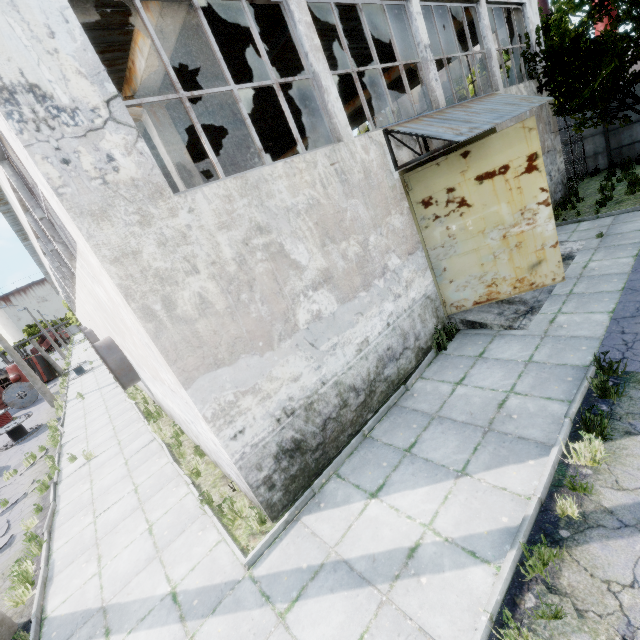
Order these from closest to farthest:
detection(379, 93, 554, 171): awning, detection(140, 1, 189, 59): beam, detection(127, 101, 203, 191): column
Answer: detection(140, 1, 189, 59): beam, detection(379, 93, 554, 171): awning, detection(127, 101, 203, 191): column

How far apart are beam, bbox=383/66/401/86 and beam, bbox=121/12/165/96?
11.8m

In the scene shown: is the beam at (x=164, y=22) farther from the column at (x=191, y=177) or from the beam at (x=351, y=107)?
the beam at (x=351, y=107)

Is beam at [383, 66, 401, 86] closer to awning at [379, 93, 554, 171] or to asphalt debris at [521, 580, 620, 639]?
awning at [379, 93, 554, 171]

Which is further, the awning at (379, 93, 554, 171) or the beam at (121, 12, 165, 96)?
the awning at (379, 93, 554, 171)

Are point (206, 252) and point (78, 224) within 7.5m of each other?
yes

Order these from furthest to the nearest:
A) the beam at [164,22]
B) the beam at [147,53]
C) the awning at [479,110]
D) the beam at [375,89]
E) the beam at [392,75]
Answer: the beam at [375,89] → the beam at [392,75] → the awning at [479,110] → the beam at [147,53] → the beam at [164,22]
